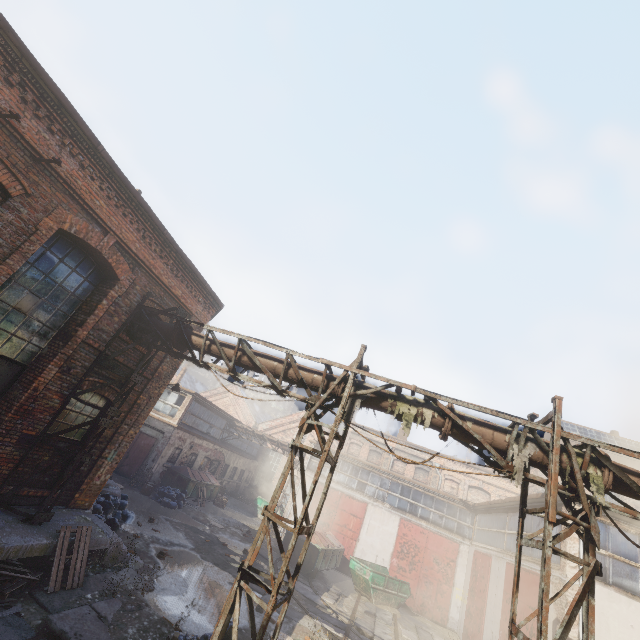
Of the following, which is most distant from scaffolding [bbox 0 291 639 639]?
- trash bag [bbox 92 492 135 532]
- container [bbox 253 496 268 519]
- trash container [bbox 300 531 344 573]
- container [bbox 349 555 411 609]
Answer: container [bbox 253 496 268 519]

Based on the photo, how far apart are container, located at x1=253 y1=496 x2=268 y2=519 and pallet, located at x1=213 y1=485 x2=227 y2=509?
3.5m

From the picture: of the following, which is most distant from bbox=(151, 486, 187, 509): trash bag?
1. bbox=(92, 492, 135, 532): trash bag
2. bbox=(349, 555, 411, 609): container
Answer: bbox=(349, 555, 411, 609): container

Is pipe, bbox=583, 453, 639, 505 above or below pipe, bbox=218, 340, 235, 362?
below

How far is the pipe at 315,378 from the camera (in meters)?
7.54

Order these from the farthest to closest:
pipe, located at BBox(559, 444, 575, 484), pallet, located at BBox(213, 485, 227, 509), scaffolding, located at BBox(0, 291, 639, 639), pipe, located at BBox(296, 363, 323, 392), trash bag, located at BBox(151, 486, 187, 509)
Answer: pallet, located at BBox(213, 485, 227, 509), trash bag, located at BBox(151, 486, 187, 509), pipe, located at BBox(296, 363, 323, 392), pipe, located at BBox(559, 444, 575, 484), scaffolding, located at BBox(0, 291, 639, 639)

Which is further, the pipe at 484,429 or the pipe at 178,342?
the pipe at 178,342

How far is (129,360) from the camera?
9.6 meters
